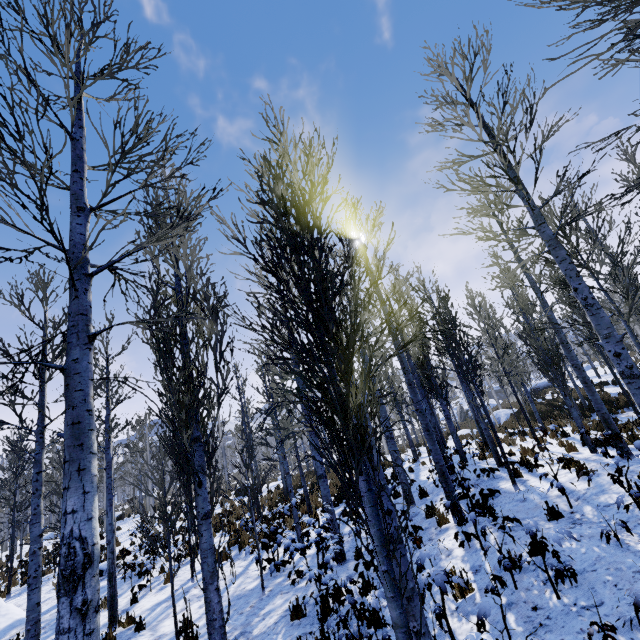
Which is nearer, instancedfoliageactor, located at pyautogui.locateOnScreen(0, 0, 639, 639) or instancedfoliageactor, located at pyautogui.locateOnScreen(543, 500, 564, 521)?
instancedfoliageactor, located at pyautogui.locateOnScreen(0, 0, 639, 639)

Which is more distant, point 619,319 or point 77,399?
point 619,319

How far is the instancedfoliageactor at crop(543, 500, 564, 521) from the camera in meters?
6.0

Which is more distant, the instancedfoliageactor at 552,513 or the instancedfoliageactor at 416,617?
the instancedfoliageactor at 552,513

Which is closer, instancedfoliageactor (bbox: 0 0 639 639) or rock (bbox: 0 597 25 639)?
instancedfoliageactor (bbox: 0 0 639 639)

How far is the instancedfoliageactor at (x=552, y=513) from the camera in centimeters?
596cm

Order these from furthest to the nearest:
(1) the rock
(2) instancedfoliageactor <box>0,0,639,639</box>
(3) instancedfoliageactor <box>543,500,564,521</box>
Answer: (1) the rock, (3) instancedfoliageactor <box>543,500,564,521</box>, (2) instancedfoliageactor <box>0,0,639,639</box>
